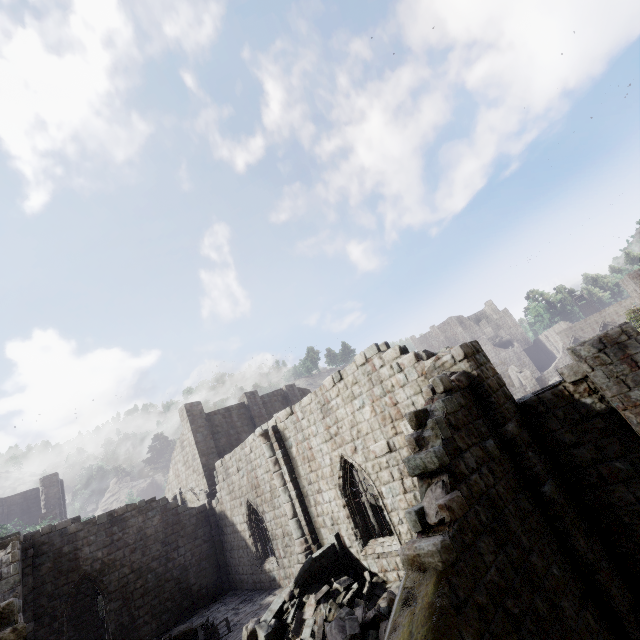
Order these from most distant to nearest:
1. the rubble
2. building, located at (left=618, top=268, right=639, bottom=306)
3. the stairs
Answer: building, located at (left=618, top=268, right=639, bottom=306) → the stairs → the rubble

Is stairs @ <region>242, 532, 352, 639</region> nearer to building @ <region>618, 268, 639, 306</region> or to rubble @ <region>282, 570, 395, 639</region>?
rubble @ <region>282, 570, 395, 639</region>

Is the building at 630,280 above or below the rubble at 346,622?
above

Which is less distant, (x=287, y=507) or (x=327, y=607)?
(x=327, y=607)

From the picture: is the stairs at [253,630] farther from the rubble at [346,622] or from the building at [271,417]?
the building at [271,417]

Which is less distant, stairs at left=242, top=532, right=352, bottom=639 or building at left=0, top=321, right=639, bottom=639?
building at left=0, top=321, right=639, bottom=639

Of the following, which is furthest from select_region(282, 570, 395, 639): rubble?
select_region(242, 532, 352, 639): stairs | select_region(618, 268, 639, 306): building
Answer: select_region(618, 268, 639, 306): building
